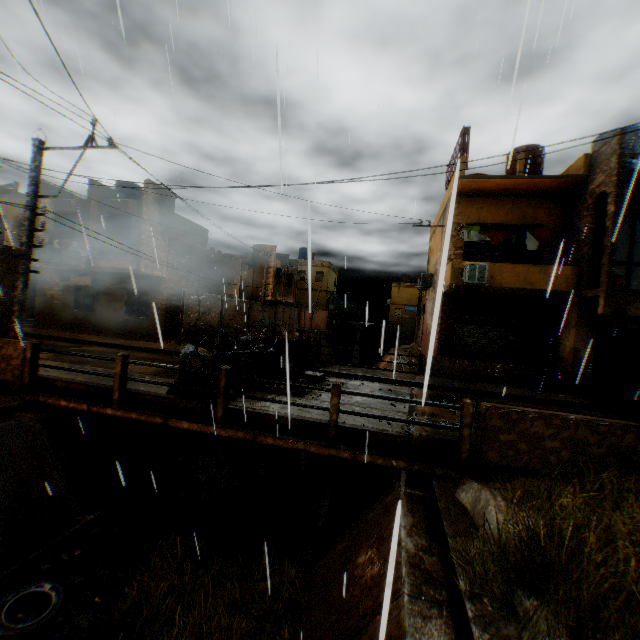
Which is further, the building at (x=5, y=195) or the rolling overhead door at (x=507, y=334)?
the building at (x=5, y=195)

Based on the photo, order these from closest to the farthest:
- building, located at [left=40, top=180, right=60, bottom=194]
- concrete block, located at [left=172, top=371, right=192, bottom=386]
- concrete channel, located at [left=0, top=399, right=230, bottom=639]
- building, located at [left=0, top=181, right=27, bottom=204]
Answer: concrete channel, located at [left=0, top=399, right=230, bottom=639], concrete block, located at [left=172, top=371, right=192, bottom=386], building, located at [left=40, top=180, right=60, bottom=194], building, located at [left=0, top=181, right=27, bottom=204]

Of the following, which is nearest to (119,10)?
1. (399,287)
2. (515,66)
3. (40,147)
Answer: (515,66)

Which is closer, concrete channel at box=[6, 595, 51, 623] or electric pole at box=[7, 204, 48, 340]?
concrete channel at box=[6, 595, 51, 623]

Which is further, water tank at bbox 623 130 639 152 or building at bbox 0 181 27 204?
building at bbox 0 181 27 204

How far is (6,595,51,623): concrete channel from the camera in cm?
506

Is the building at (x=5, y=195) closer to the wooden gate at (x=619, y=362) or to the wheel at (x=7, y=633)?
the wooden gate at (x=619, y=362)

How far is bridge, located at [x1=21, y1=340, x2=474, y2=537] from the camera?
5.83m
